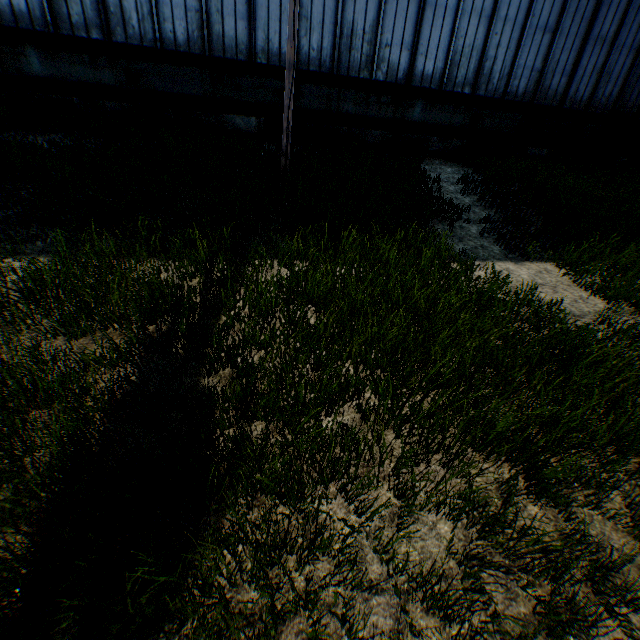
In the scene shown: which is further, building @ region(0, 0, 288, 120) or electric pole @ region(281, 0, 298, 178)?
building @ region(0, 0, 288, 120)

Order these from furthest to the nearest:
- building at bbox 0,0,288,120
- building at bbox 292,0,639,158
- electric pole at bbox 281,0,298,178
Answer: building at bbox 292,0,639,158
building at bbox 0,0,288,120
electric pole at bbox 281,0,298,178

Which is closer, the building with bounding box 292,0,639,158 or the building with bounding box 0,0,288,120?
the building with bounding box 0,0,288,120

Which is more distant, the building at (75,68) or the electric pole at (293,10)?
the building at (75,68)

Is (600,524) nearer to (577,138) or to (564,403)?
(564,403)

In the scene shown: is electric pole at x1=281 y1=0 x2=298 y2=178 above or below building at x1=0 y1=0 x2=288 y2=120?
above
